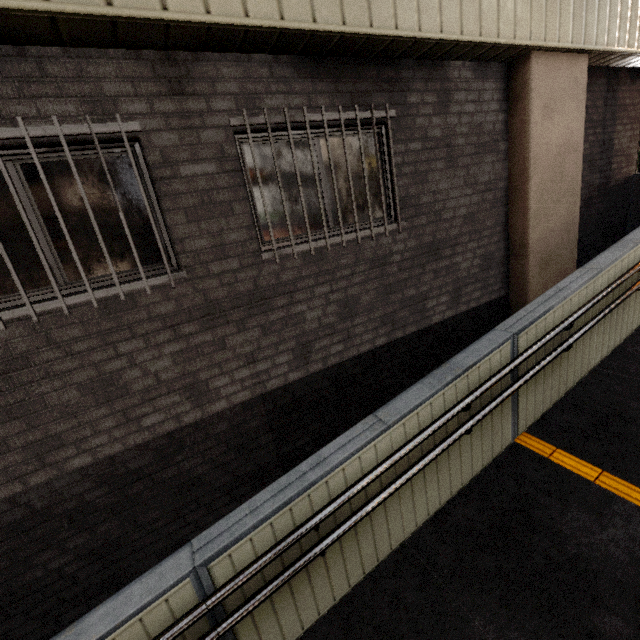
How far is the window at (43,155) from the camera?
2.4 meters

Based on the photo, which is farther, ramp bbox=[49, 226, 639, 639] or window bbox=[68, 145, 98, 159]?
window bbox=[68, 145, 98, 159]

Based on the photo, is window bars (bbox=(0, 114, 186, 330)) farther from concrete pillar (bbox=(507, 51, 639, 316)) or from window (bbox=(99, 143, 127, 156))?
concrete pillar (bbox=(507, 51, 639, 316))

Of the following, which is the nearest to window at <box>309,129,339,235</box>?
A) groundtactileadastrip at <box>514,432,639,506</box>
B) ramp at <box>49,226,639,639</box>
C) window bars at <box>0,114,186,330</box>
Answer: window bars at <box>0,114,186,330</box>

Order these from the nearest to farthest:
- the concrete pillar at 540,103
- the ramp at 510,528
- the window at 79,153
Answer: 1. the ramp at 510,528
2. the window at 79,153
3. the concrete pillar at 540,103

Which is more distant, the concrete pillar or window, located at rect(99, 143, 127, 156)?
the concrete pillar

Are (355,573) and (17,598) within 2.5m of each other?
no

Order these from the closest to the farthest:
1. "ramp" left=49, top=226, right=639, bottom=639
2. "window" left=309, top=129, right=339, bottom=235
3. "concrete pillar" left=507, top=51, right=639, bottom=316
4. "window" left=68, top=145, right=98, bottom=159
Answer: "ramp" left=49, top=226, right=639, bottom=639 < "window" left=68, top=145, right=98, bottom=159 < "window" left=309, top=129, right=339, bottom=235 < "concrete pillar" left=507, top=51, right=639, bottom=316
